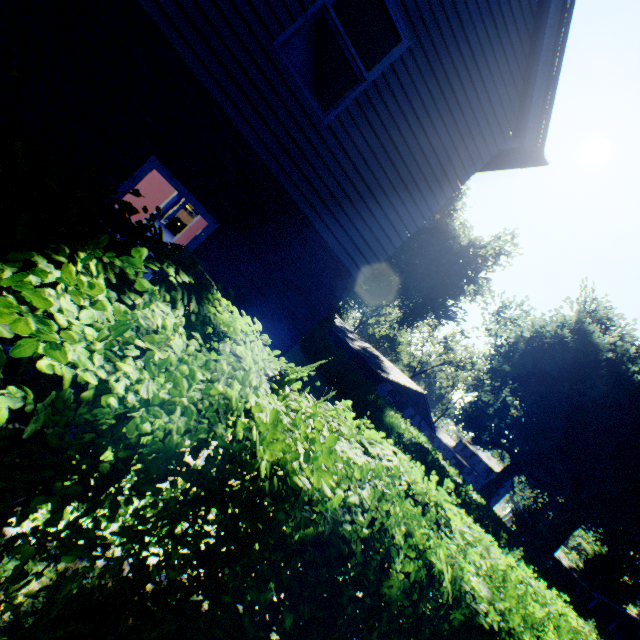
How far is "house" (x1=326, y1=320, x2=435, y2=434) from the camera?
33.9 meters

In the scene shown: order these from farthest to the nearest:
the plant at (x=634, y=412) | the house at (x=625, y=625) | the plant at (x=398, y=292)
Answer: the house at (x=625, y=625) → the plant at (x=398, y=292) → the plant at (x=634, y=412)

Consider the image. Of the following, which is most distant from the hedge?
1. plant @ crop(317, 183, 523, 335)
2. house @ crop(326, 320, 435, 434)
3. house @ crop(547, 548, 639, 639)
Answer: house @ crop(547, 548, 639, 639)

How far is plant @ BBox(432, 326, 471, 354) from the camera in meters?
55.9

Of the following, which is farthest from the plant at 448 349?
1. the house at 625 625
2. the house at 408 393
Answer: the house at 408 393

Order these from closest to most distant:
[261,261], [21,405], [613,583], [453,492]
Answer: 1. [21,405]
2. [261,261]
3. [453,492]
4. [613,583]

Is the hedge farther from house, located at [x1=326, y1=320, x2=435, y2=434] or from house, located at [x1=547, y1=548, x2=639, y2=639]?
house, located at [x1=547, y1=548, x2=639, y2=639]

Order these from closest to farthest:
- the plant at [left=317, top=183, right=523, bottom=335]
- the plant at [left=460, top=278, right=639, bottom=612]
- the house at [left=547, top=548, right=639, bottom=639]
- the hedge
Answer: the hedge → the plant at [left=460, top=278, right=639, bottom=612] → the plant at [left=317, top=183, right=523, bottom=335] → the house at [left=547, top=548, right=639, bottom=639]
